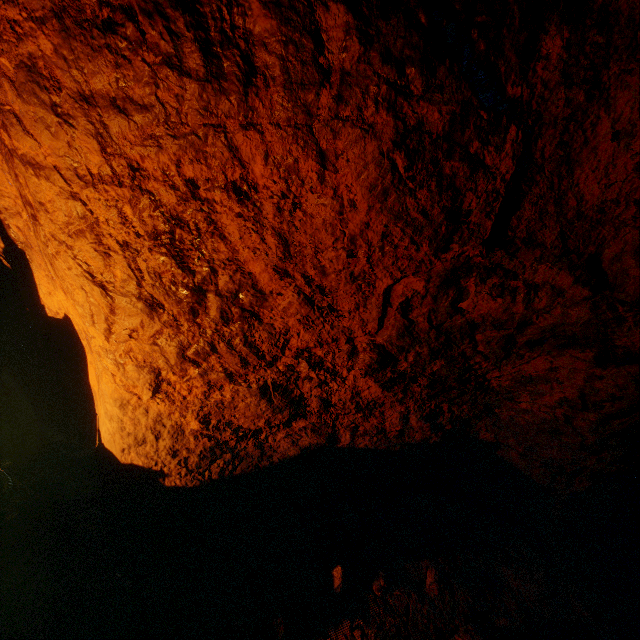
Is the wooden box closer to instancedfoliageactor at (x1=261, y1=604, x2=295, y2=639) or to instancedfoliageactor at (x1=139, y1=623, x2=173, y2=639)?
instancedfoliageactor at (x1=139, y1=623, x2=173, y2=639)

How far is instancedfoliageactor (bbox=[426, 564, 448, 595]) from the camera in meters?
2.2 m

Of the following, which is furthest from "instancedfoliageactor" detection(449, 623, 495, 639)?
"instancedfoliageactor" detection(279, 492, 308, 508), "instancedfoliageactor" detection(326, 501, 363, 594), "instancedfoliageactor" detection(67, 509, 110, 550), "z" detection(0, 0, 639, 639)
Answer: "instancedfoliageactor" detection(67, 509, 110, 550)

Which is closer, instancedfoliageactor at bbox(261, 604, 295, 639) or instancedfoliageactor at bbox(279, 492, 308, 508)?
instancedfoliageactor at bbox(261, 604, 295, 639)

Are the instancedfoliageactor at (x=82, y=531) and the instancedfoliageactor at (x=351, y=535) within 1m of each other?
no

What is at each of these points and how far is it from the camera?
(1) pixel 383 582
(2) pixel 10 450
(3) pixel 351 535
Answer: (1) instancedfoliageactor, 2.2 meters
(2) wooden box, 2.4 meters
(3) instancedfoliageactor, 2.3 meters

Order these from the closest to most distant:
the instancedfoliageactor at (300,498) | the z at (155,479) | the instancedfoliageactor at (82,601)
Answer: the z at (155,479) → the instancedfoliageactor at (82,601) → the instancedfoliageactor at (300,498)

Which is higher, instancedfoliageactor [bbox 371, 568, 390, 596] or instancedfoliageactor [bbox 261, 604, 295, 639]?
instancedfoliageactor [bbox 261, 604, 295, 639]
